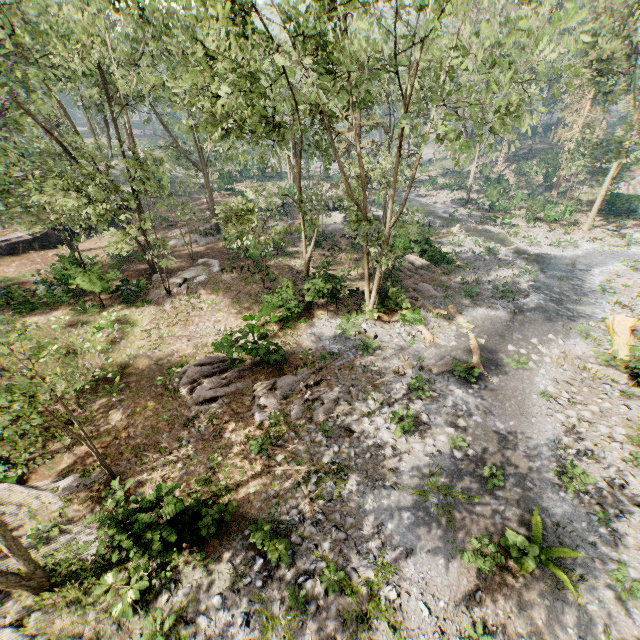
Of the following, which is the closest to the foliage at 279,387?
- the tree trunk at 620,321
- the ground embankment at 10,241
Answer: the tree trunk at 620,321

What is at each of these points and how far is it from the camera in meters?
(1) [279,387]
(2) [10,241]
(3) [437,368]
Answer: (1) foliage, 15.3
(2) ground embankment, 26.9
(3) foliage, 16.5

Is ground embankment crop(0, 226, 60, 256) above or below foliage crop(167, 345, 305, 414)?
above

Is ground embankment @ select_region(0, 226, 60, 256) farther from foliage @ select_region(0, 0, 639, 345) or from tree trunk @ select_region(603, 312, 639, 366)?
tree trunk @ select_region(603, 312, 639, 366)

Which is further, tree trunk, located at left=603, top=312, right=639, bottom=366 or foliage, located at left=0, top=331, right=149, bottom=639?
tree trunk, located at left=603, top=312, right=639, bottom=366

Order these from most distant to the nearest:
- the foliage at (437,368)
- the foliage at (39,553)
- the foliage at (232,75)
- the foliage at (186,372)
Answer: the foliage at (437,368)
the foliage at (186,372)
the foliage at (232,75)
the foliage at (39,553)
